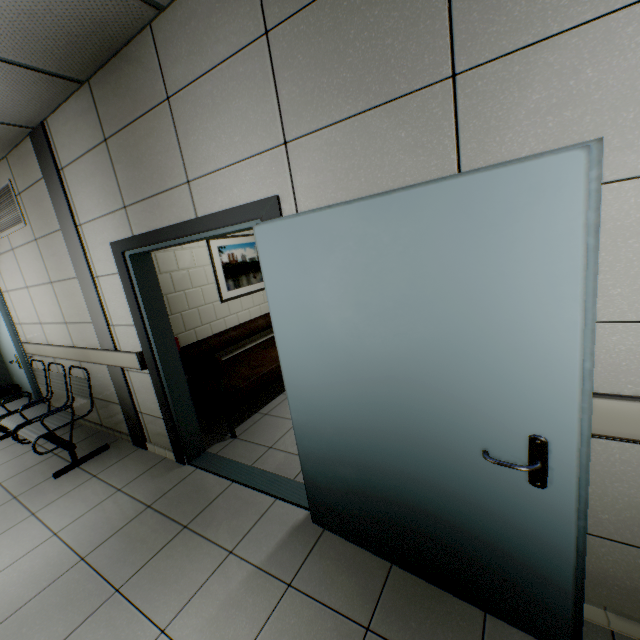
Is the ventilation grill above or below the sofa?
above

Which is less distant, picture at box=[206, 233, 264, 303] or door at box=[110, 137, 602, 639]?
door at box=[110, 137, 602, 639]

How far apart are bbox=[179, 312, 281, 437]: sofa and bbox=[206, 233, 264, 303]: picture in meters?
0.4

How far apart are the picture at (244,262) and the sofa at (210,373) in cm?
36

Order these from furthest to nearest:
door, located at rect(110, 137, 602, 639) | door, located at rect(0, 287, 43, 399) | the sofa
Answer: door, located at rect(0, 287, 43, 399), the sofa, door, located at rect(110, 137, 602, 639)

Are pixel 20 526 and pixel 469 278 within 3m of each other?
no

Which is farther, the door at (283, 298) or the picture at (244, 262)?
the picture at (244, 262)

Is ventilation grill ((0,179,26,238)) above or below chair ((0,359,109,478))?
above
